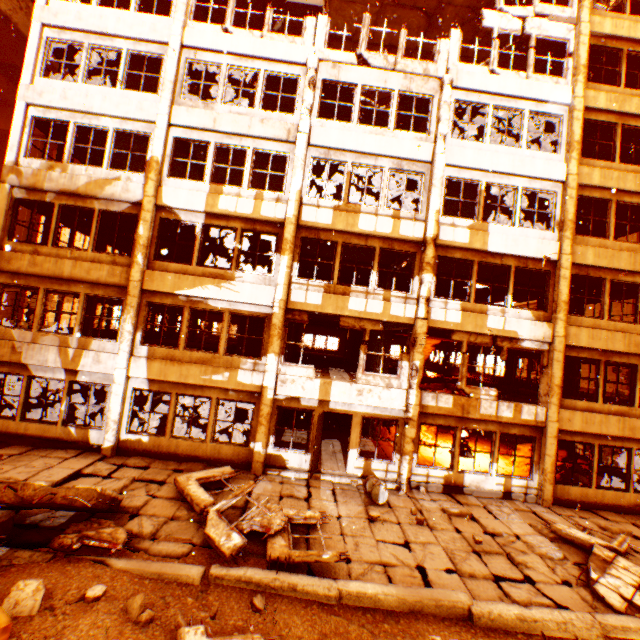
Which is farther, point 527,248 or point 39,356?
point 527,248

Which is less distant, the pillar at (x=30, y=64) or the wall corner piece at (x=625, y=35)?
the pillar at (x=30, y=64)

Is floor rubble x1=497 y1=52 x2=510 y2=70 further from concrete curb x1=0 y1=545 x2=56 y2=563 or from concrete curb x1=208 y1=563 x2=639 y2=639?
concrete curb x1=0 y1=545 x2=56 y2=563

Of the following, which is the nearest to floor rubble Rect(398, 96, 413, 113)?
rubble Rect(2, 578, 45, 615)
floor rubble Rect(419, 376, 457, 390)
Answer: rubble Rect(2, 578, 45, 615)

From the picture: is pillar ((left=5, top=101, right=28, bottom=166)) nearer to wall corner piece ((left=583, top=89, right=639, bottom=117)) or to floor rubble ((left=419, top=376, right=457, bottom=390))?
wall corner piece ((left=583, top=89, right=639, bottom=117))

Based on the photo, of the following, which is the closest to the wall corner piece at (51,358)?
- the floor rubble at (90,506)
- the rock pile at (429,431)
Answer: the floor rubble at (90,506)

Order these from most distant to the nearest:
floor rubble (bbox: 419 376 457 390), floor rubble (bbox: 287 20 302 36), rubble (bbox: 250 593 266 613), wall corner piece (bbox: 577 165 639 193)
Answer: floor rubble (bbox: 419 376 457 390) → floor rubble (bbox: 287 20 302 36) → wall corner piece (bbox: 577 165 639 193) → rubble (bbox: 250 593 266 613)

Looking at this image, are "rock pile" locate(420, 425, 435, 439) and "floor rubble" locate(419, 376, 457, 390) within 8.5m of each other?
yes
